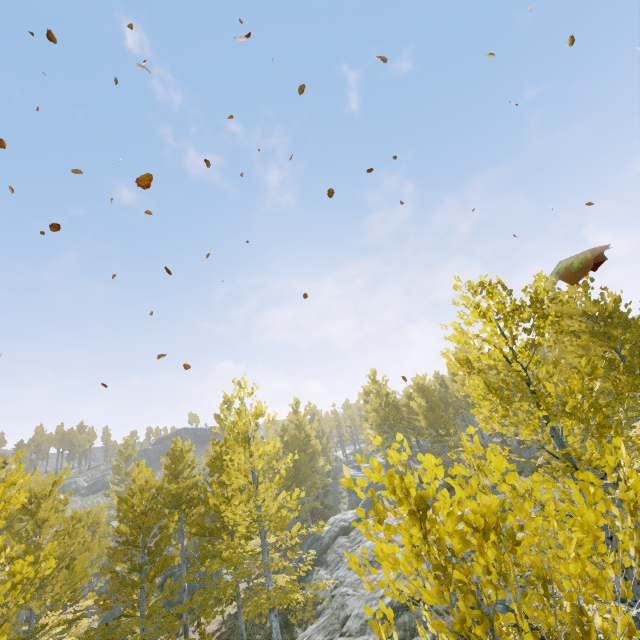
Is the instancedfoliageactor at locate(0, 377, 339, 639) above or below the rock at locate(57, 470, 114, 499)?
below

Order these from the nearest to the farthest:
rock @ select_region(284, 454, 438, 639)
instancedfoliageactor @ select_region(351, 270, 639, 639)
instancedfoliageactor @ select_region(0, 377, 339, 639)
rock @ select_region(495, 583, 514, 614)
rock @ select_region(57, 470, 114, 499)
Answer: instancedfoliageactor @ select_region(351, 270, 639, 639), rock @ select_region(495, 583, 514, 614), rock @ select_region(284, 454, 438, 639), instancedfoliageactor @ select_region(0, 377, 339, 639), rock @ select_region(57, 470, 114, 499)

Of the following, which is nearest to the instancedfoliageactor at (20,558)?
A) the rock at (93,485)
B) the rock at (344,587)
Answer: the rock at (344,587)

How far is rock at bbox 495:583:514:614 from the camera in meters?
8.9 m

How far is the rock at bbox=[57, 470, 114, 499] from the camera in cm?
5009

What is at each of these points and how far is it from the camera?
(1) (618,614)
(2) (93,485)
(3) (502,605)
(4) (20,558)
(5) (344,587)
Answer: (1) instancedfoliageactor, 1.6m
(2) rock, 53.0m
(3) rock, 9.0m
(4) instancedfoliageactor, 12.2m
(5) rock, 13.4m

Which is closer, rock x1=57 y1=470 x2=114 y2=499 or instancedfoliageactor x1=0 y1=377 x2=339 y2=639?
instancedfoliageactor x1=0 y1=377 x2=339 y2=639

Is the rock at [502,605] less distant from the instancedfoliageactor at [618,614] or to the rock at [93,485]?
the instancedfoliageactor at [618,614]
